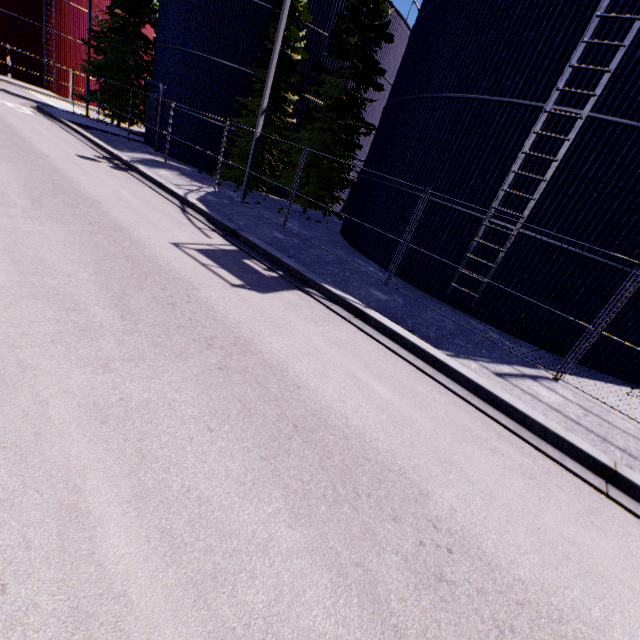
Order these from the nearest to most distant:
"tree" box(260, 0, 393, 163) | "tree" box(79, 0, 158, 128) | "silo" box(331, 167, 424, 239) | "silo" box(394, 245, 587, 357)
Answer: "silo" box(394, 245, 587, 357), "silo" box(331, 167, 424, 239), "tree" box(260, 0, 393, 163), "tree" box(79, 0, 158, 128)

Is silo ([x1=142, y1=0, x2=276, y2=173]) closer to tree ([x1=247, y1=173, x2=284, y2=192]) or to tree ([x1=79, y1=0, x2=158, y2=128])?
tree ([x1=247, y1=173, x2=284, y2=192])

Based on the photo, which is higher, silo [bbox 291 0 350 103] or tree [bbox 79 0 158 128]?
silo [bbox 291 0 350 103]

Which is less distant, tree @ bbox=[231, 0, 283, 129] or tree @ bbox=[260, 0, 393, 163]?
tree @ bbox=[260, 0, 393, 163]

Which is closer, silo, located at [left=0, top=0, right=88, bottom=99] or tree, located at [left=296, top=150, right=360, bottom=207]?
tree, located at [left=296, top=150, right=360, bottom=207]

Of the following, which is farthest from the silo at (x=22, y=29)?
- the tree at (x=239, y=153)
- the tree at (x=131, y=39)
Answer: the tree at (x=131, y=39)

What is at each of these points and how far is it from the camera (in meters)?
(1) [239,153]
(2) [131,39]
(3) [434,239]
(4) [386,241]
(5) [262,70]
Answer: (1) tree, 17.47
(2) tree, 24.11
(3) silo, 11.12
(4) silo, 12.70
(5) tree, 16.67

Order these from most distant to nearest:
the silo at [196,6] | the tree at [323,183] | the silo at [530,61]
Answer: the silo at [196,6] < the tree at [323,183] < the silo at [530,61]
